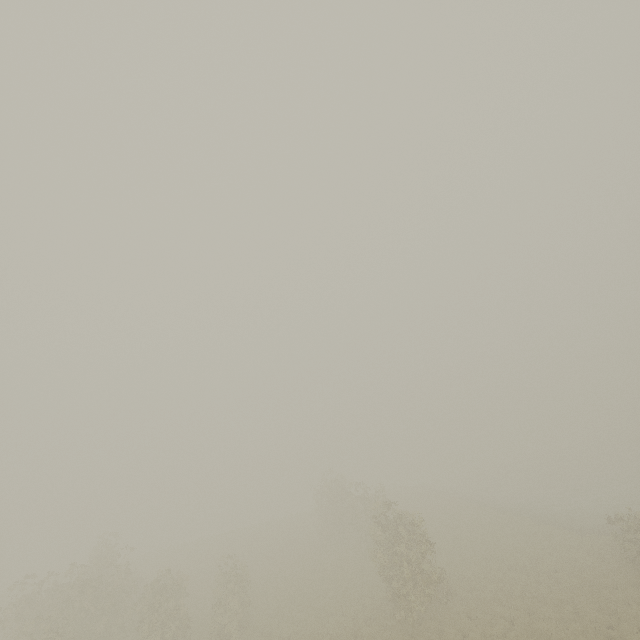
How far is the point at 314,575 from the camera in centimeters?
2645cm
